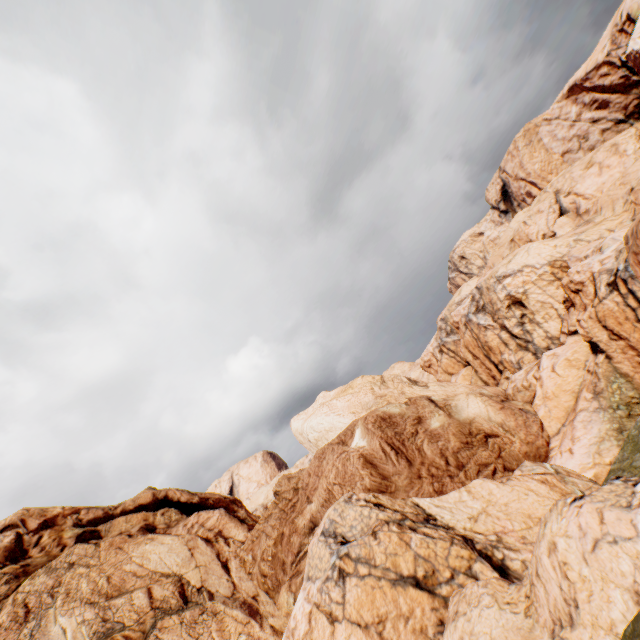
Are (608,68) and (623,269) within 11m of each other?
no
